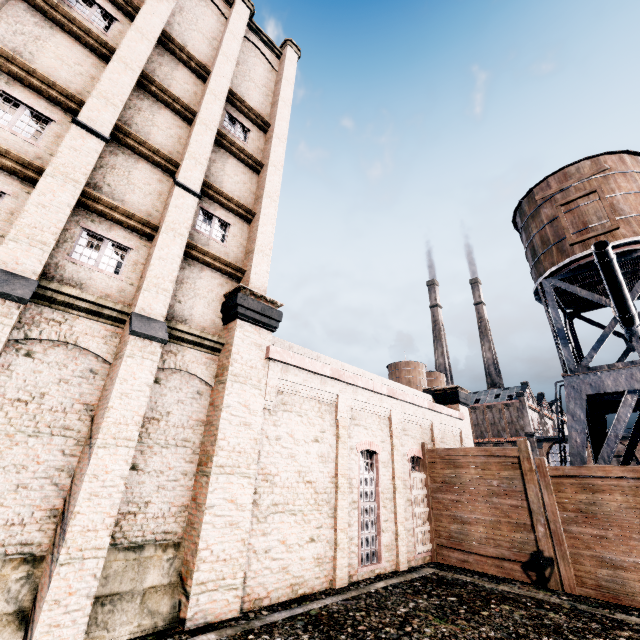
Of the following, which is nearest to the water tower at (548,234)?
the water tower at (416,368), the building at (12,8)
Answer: the building at (12,8)

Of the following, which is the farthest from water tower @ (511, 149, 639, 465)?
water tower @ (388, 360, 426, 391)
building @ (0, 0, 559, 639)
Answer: water tower @ (388, 360, 426, 391)

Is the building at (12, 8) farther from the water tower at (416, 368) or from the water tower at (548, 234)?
the water tower at (416, 368)

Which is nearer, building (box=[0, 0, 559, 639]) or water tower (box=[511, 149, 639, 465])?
building (box=[0, 0, 559, 639])

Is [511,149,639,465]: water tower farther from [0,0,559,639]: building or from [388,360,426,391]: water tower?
[388,360,426,391]: water tower

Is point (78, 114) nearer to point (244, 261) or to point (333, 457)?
point (244, 261)

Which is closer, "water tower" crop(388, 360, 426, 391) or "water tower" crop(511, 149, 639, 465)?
"water tower" crop(511, 149, 639, 465)
